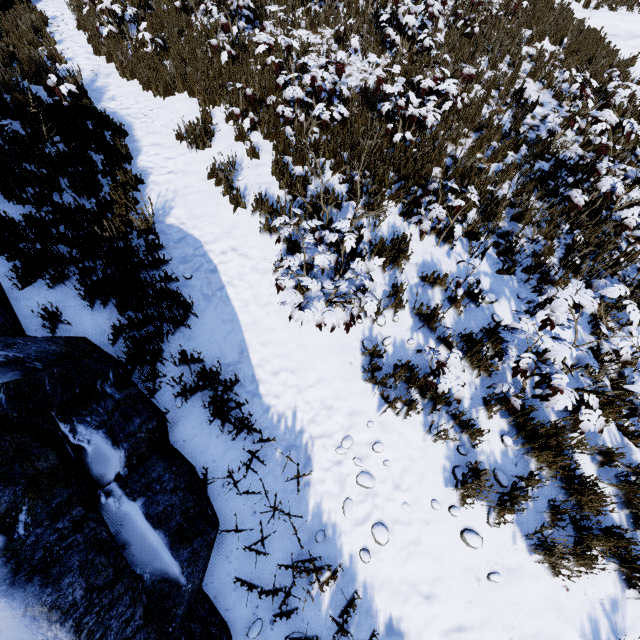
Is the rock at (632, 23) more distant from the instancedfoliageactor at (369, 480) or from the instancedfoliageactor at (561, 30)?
the instancedfoliageactor at (369, 480)

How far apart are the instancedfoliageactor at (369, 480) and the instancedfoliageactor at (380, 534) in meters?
0.3

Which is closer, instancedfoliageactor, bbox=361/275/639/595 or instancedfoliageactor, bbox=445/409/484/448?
instancedfoliageactor, bbox=361/275/639/595

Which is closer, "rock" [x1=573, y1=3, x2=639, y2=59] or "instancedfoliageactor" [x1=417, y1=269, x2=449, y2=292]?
"instancedfoliageactor" [x1=417, y1=269, x2=449, y2=292]

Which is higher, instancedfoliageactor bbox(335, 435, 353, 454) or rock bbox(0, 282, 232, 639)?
rock bbox(0, 282, 232, 639)

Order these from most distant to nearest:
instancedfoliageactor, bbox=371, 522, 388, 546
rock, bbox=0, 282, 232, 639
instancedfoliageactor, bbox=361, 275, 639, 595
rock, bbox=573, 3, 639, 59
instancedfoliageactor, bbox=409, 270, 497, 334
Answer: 1. rock, bbox=573, 3, 639, 59
2. instancedfoliageactor, bbox=409, 270, 497, 334
3. instancedfoliageactor, bbox=371, 522, 388, 546
4. instancedfoliageactor, bbox=361, 275, 639, 595
5. rock, bbox=0, 282, 232, 639

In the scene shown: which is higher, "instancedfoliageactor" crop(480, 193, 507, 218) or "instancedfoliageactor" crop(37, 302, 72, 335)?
"instancedfoliageactor" crop(480, 193, 507, 218)

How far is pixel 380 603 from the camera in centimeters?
332cm
